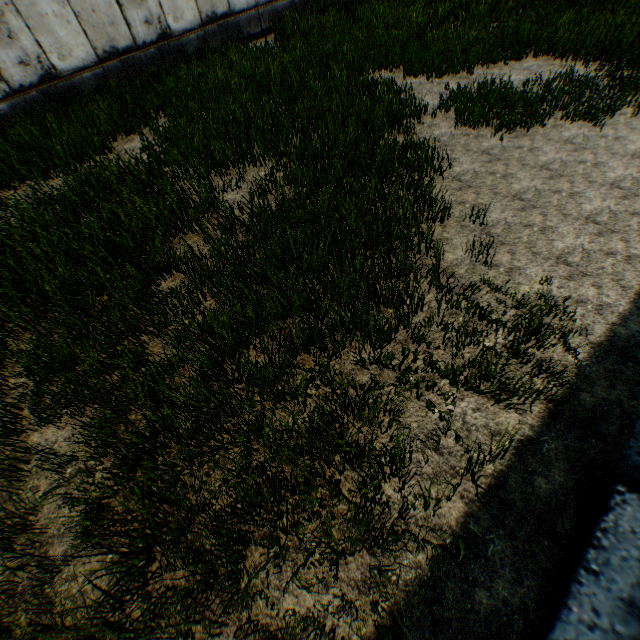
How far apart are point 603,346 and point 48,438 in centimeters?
599cm
